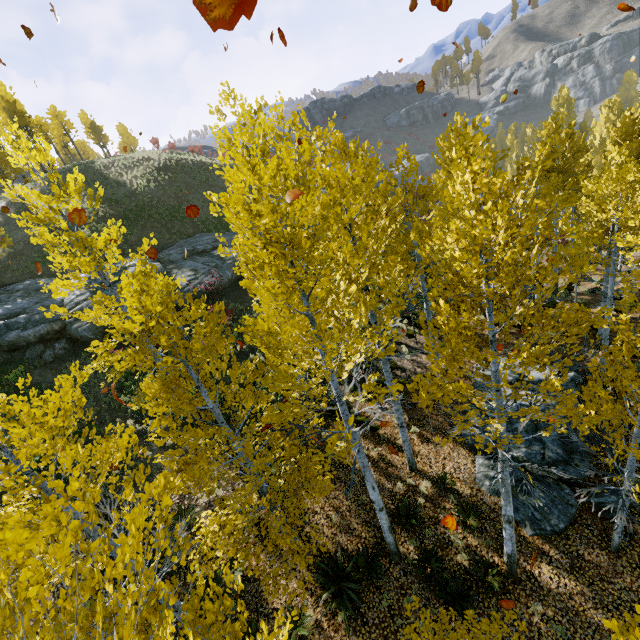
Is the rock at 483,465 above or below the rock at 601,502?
above

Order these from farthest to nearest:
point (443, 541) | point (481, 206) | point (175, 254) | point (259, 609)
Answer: point (175, 254) → point (443, 541) → point (259, 609) → point (481, 206)

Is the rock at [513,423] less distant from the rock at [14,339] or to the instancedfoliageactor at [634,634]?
the instancedfoliageactor at [634,634]

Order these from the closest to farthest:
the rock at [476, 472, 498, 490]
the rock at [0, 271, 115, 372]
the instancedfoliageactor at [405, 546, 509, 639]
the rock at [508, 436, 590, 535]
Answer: the instancedfoliageactor at [405, 546, 509, 639], the rock at [508, 436, 590, 535], the rock at [476, 472, 498, 490], the rock at [0, 271, 115, 372]

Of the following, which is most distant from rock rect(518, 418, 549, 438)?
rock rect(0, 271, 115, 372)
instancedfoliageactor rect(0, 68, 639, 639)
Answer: rock rect(0, 271, 115, 372)

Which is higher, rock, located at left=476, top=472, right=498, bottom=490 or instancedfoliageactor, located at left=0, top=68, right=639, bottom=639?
instancedfoliageactor, located at left=0, top=68, right=639, bottom=639

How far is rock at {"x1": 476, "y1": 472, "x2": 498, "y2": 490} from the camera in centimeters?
1022cm
